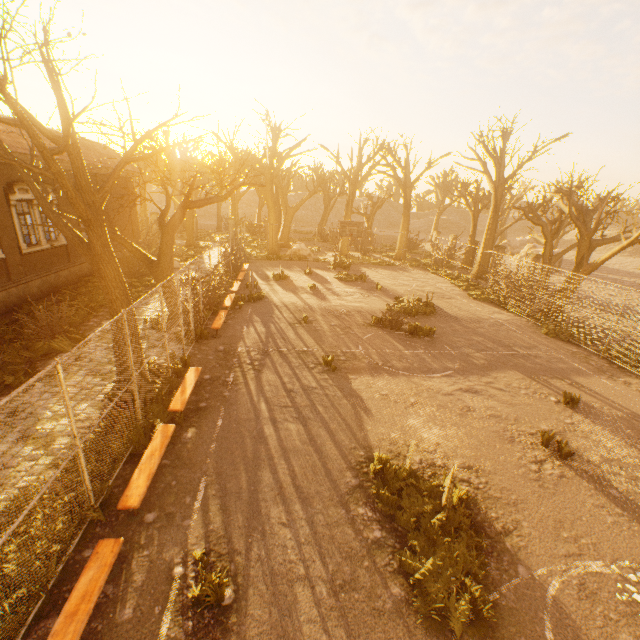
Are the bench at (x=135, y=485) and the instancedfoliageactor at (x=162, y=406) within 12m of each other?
yes

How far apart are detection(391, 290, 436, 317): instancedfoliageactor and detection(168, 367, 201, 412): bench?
10.8 meters

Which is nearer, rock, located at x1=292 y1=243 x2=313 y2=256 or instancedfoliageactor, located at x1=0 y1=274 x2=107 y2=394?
instancedfoliageactor, located at x1=0 y1=274 x2=107 y2=394

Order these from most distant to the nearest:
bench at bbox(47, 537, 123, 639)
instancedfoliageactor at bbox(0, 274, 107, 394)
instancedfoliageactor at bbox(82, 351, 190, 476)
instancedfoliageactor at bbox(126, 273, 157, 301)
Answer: instancedfoliageactor at bbox(126, 273, 157, 301) < instancedfoliageactor at bbox(0, 274, 107, 394) < instancedfoliageactor at bbox(82, 351, 190, 476) < bench at bbox(47, 537, 123, 639)

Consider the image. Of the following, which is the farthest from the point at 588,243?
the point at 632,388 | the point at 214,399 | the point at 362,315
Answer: the point at 214,399

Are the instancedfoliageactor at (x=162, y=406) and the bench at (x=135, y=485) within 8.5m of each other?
yes

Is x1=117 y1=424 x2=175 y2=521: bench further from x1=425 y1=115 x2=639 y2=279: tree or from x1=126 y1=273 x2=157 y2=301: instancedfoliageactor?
x1=126 y1=273 x2=157 y2=301: instancedfoliageactor

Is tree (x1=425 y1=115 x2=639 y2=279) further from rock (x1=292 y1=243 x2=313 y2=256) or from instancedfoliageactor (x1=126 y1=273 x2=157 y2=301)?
instancedfoliageactor (x1=126 y1=273 x2=157 y2=301)
